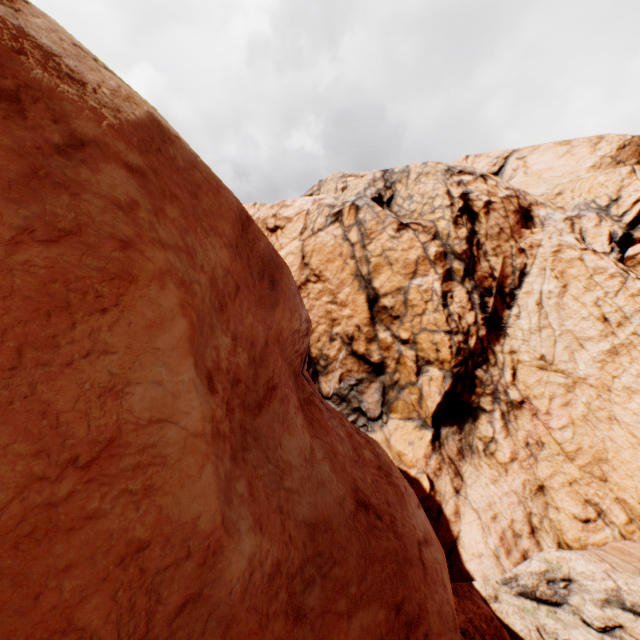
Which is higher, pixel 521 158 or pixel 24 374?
pixel 521 158
